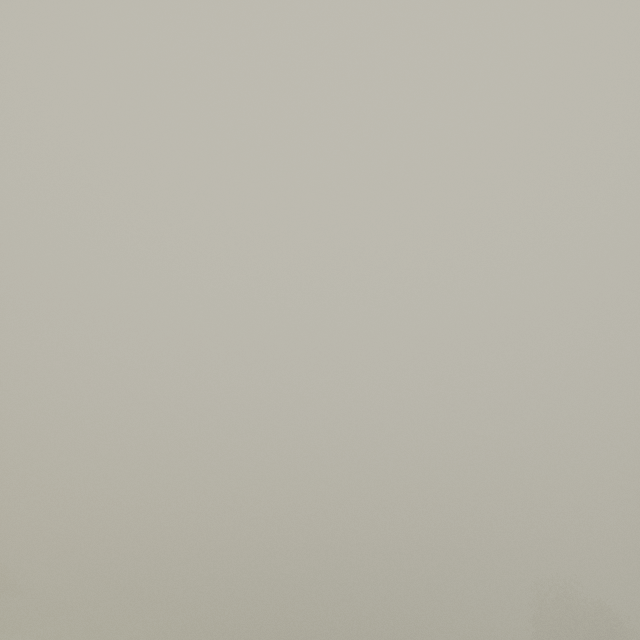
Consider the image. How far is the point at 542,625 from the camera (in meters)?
34.97
